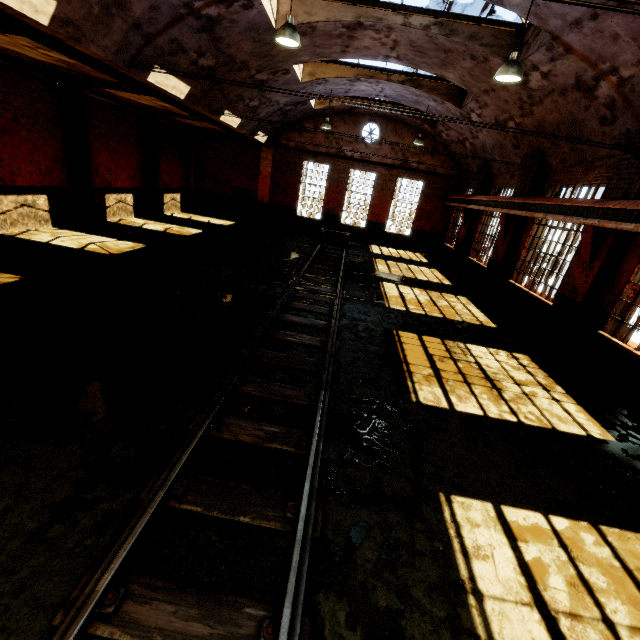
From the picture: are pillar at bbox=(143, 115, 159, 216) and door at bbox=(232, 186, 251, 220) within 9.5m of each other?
yes

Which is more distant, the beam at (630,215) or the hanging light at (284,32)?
the beam at (630,215)

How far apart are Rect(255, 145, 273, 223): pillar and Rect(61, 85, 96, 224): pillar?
10.57m

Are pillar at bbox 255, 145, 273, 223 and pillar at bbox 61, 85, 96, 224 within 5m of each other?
no

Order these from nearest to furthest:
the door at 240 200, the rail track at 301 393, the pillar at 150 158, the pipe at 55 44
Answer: the rail track at 301 393, the pipe at 55 44, the pillar at 150 158, the door at 240 200

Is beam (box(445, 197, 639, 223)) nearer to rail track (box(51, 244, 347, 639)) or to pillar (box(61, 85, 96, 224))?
rail track (box(51, 244, 347, 639))

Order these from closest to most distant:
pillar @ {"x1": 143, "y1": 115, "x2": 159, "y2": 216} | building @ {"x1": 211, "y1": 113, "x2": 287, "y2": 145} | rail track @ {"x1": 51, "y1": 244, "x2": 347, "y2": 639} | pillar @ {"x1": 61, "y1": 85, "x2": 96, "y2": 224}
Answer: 1. rail track @ {"x1": 51, "y1": 244, "x2": 347, "y2": 639}
2. pillar @ {"x1": 61, "y1": 85, "x2": 96, "y2": 224}
3. building @ {"x1": 211, "y1": 113, "x2": 287, "y2": 145}
4. pillar @ {"x1": 143, "y1": 115, "x2": 159, "y2": 216}

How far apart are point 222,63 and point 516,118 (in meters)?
10.33
